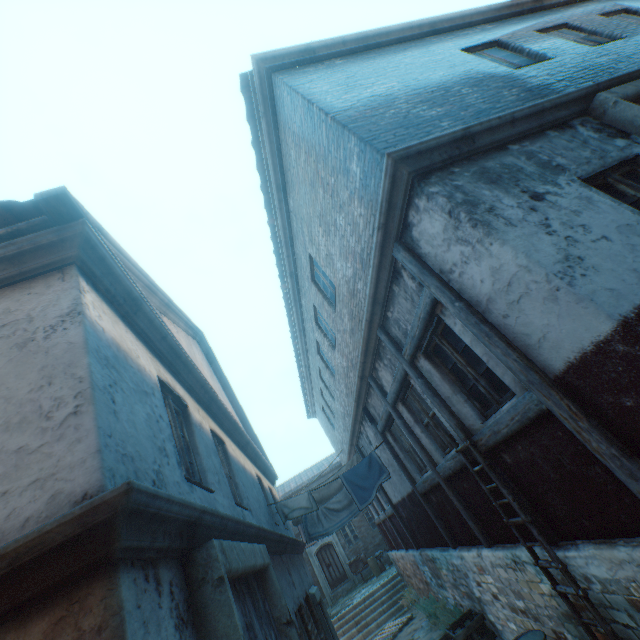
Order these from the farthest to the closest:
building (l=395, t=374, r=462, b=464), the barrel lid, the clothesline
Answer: the clothesline → building (l=395, t=374, r=462, b=464) → the barrel lid

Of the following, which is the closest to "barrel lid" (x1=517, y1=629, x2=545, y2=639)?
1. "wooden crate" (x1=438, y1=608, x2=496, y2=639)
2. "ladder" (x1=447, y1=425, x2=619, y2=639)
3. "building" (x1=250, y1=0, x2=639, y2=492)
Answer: "building" (x1=250, y1=0, x2=639, y2=492)

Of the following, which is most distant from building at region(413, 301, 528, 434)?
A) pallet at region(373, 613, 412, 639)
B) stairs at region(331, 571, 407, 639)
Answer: pallet at region(373, 613, 412, 639)

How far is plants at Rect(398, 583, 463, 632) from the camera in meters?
8.6 m

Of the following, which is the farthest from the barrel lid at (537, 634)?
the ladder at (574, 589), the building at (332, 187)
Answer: the ladder at (574, 589)

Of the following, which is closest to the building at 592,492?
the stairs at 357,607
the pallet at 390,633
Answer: the stairs at 357,607

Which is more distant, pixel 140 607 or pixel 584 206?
pixel 584 206
